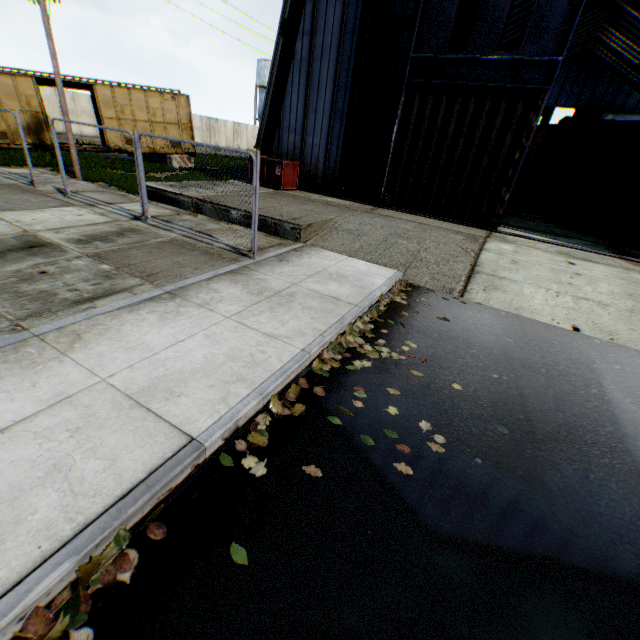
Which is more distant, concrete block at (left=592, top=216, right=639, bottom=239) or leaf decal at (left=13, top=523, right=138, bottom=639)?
concrete block at (left=592, top=216, right=639, bottom=239)

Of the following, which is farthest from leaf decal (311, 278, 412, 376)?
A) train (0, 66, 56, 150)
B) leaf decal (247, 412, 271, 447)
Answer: train (0, 66, 56, 150)

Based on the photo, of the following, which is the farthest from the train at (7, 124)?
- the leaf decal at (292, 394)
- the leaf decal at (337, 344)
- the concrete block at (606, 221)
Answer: the concrete block at (606, 221)

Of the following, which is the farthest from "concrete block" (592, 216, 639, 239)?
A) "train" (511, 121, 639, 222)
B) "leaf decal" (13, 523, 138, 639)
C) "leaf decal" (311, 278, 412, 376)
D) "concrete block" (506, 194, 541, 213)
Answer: "leaf decal" (13, 523, 138, 639)

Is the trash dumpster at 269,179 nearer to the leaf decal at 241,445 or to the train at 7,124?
the train at 7,124

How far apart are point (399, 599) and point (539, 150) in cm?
2223

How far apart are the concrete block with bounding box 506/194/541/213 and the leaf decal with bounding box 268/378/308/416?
20.3 meters

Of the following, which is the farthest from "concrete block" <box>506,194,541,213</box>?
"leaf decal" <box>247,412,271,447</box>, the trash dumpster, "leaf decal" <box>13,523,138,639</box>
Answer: "leaf decal" <box>13,523,138,639</box>
